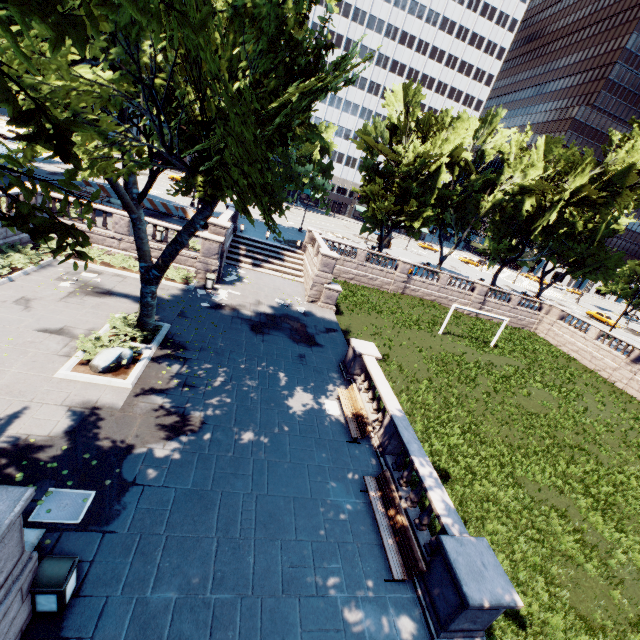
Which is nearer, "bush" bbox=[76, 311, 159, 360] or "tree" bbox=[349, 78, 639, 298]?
Result: "bush" bbox=[76, 311, 159, 360]

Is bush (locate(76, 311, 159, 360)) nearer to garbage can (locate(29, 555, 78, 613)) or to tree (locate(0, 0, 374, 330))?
tree (locate(0, 0, 374, 330))

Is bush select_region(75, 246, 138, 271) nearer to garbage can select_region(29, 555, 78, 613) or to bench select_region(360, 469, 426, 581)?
garbage can select_region(29, 555, 78, 613)

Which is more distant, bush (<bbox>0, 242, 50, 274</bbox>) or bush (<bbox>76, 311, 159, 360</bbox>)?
bush (<bbox>0, 242, 50, 274</bbox>)

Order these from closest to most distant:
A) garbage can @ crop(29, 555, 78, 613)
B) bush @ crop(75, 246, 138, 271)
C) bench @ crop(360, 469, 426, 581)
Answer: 1. garbage can @ crop(29, 555, 78, 613)
2. bench @ crop(360, 469, 426, 581)
3. bush @ crop(75, 246, 138, 271)

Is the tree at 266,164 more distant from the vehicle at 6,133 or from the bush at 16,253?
the vehicle at 6,133

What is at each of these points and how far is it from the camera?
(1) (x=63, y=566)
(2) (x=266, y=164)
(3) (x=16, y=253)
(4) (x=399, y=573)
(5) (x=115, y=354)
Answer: (1) garbage can, 5.8 meters
(2) tree, 9.5 meters
(3) bush, 16.8 meters
(4) bench, 8.1 meters
(5) rock, 12.0 meters

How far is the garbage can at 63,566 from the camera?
5.6m
